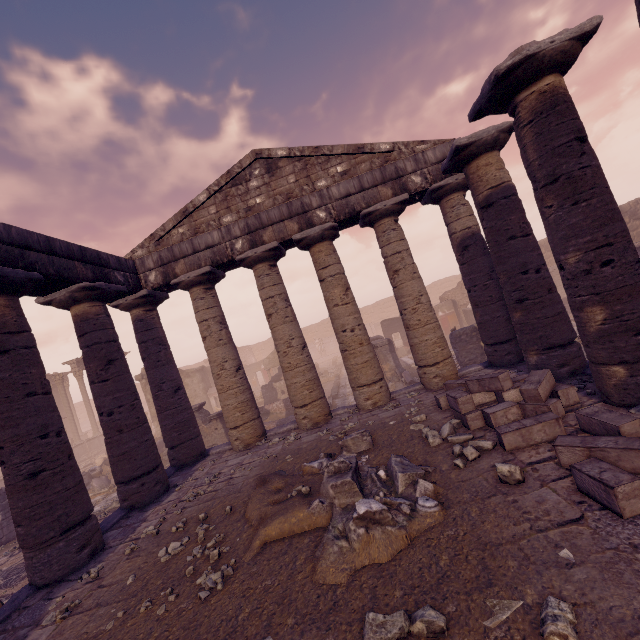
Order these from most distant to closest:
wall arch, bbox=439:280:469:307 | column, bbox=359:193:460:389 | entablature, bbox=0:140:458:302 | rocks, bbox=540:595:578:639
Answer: wall arch, bbox=439:280:469:307
column, bbox=359:193:460:389
entablature, bbox=0:140:458:302
rocks, bbox=540:595:578:639

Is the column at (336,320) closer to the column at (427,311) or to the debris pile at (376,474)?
the column at (427,311)

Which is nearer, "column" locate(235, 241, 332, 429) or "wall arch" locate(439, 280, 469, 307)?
"column" locate(235, 241, 332, 429)

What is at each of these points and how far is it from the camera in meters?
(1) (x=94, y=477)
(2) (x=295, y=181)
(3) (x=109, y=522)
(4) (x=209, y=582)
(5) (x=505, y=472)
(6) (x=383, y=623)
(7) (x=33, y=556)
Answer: (1) debris pile, 15.7 m
(2) pediment, 10.0 m
(3) building base, 7.1 m
(4) stone, 4.0 m
(5) rocks, 4.0 m
(6) rocks, 2.7 m
(7) column, 5.4 m

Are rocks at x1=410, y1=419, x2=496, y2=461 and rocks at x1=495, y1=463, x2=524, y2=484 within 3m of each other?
yes

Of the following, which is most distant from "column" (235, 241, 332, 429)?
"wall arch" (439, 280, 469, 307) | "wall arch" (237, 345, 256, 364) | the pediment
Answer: "wall arch" (237, 345, 256, 364)

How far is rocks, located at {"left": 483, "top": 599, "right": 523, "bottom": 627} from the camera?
2.5m

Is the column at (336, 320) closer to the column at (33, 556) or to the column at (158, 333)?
the column at (158, 333)
